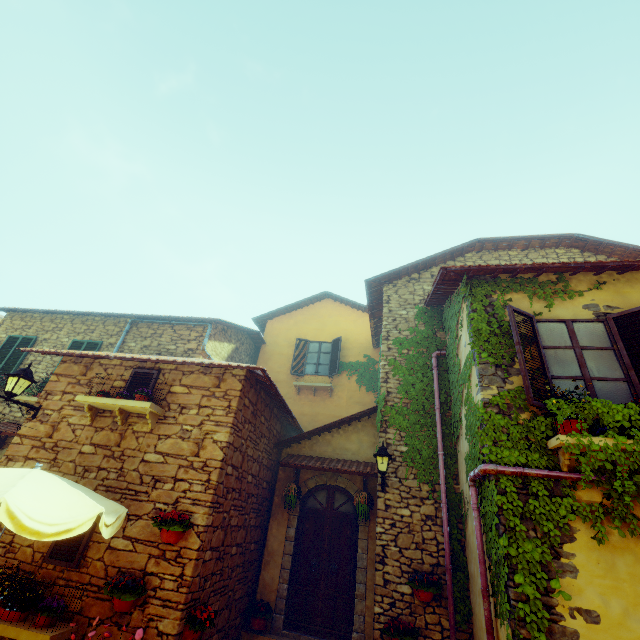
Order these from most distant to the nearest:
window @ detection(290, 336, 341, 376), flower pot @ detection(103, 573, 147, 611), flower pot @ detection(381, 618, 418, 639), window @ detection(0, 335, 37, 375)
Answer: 1. window @ detection(290, 336, 341, 376)
2. window @ detection(0, 335, 37, 375)
3. flower pot @ detection(381, 618, 418, 639)
4. flower pot @ detection(103, 573, 147, 611)

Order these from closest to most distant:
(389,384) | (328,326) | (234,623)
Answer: (234,623) < (389,384) < (328,326)

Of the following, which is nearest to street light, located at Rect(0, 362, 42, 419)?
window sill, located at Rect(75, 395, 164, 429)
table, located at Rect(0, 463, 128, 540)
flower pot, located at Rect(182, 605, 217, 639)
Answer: window sill, located at Rect(75, 395, 164, 429)

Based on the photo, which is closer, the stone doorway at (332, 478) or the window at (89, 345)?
the stone doorway at (332, 478)

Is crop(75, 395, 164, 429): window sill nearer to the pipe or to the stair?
the stair

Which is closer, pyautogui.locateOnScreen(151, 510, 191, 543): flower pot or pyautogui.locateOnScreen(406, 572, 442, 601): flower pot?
pyautogui.locateOnScreen(151, 510, 191, 543): flower pot

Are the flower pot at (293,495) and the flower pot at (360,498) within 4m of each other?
yes

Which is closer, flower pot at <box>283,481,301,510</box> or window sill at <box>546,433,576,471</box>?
window sill at <box>546,433,576,471</box>
